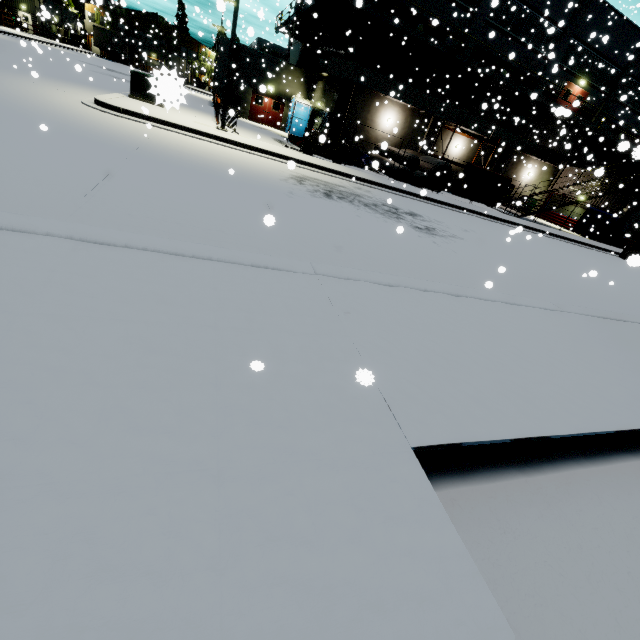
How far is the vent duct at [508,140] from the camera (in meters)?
21.44

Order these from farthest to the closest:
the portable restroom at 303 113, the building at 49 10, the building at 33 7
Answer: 1. the building at 33 7
2. the portable restroom at 303 113
3. the building at 49 10

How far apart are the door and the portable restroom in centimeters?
77cm

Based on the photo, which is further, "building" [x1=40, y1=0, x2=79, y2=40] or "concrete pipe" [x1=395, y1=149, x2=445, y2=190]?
"concrete pipe" [x1=395, y1=149, x2=445, y2=190]

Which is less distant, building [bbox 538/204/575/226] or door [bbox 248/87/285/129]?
door [bbox 248/87/285/129]

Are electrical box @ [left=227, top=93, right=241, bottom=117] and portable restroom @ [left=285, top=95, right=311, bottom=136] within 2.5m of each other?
no

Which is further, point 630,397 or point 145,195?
point 145,195

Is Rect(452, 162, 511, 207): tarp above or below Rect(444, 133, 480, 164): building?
below
